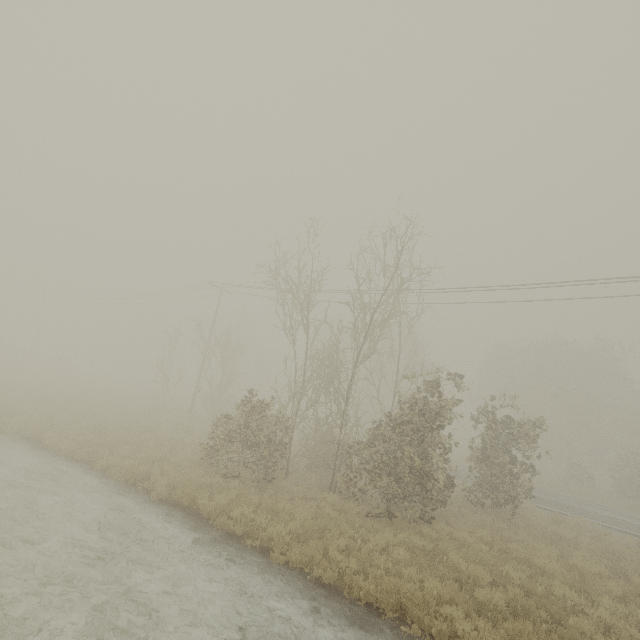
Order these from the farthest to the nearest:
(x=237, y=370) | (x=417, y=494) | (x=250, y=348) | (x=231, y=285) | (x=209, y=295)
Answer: (x=250, y=348) < (x=237, y=370) < (x=209, y=295) < (x=231, y=285) < (x=417, y=494)
